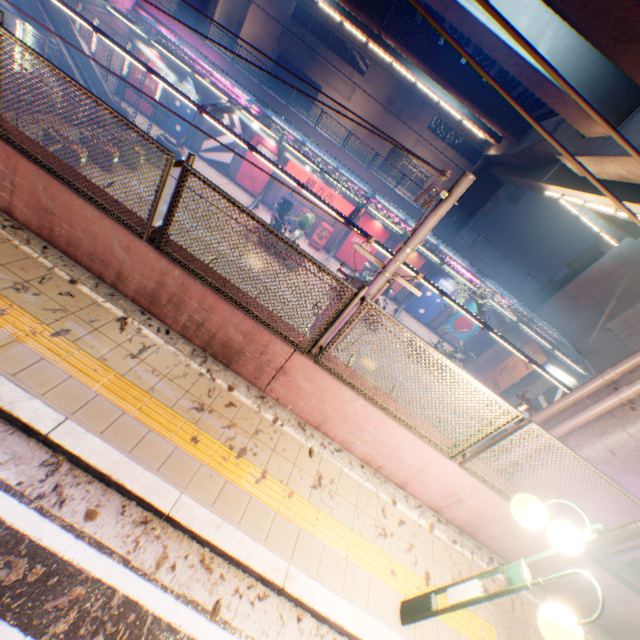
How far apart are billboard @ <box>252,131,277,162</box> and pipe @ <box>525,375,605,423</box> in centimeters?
2415cm

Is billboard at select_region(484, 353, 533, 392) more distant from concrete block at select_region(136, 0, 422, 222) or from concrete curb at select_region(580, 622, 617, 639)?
concrete curb at select_region(580, 622, 617, 639)

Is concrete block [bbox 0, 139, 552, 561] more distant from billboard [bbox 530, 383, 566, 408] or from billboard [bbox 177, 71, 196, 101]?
billboard [bbox 177, 71, 196, 101]

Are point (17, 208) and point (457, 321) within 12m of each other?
no

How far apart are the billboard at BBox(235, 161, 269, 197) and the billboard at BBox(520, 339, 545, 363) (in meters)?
22.71

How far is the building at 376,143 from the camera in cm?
4078

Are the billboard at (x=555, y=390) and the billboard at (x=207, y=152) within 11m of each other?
no

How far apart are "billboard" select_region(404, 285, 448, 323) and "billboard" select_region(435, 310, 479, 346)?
0.83m
